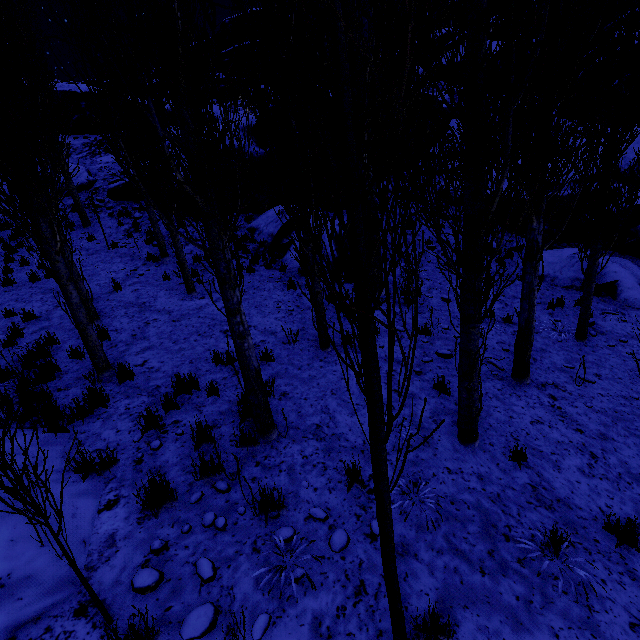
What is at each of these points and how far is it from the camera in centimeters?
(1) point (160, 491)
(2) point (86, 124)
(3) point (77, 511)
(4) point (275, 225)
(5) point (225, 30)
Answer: (1) instancedfoliageactor, 346cm
(2) rock, 2295cm
(3) rock, 341cm
(4) rock, 1262cm
(5) rock, 3953cm

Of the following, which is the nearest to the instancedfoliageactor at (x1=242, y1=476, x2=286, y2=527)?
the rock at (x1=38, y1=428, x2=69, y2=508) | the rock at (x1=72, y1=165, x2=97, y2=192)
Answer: the rock at (x1=38, y1=428, x2=69, y2=508)

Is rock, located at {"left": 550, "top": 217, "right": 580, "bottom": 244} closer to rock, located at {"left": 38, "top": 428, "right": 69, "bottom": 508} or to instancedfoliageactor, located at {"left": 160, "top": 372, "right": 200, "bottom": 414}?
instancedfoliageactor, located at {"left": 160, "top": 372, "right": 200, "bottom": 414}

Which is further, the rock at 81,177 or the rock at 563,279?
the rock at 81,177

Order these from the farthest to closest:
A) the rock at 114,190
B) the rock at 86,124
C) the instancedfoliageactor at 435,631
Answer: the rock at 86,124 → the rock at 114,190 → the instancedfoliageactor at 435,631

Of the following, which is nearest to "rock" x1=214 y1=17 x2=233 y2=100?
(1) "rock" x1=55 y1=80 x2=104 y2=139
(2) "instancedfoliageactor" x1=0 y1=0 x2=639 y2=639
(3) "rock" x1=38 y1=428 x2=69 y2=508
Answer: (2) "instancedfoliageactor" x1=0 y1=0 x2=639 y2=639
